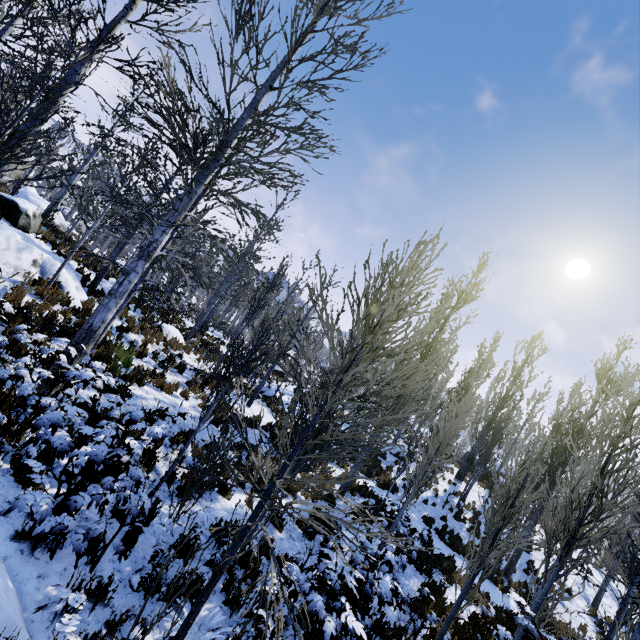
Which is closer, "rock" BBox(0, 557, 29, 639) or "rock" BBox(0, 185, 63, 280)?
"rock" BBox(0, 557, 29, 639)

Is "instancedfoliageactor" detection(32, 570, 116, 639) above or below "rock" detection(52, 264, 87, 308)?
below

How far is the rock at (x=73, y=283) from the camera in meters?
10.0 m

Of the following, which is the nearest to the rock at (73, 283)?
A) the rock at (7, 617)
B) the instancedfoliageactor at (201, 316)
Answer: the instancedfoliageactor at (201, 316)

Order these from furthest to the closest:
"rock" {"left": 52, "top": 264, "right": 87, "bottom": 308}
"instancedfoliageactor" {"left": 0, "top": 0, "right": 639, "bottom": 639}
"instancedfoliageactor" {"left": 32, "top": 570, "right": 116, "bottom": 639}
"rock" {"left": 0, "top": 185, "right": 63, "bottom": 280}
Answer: "rock" {"left": 52, "top": 264, "right": 87, "bottom": 308}, "rock" {"left": 0, "top": 185, "right": 63, "bottom": 280}, "instancedfoliageactor" {"left": 0, "top": 0, "right": 639, "bottom": 639}, "instancedfoliageactor" {"left": 32, "top": 570, "right": 116, "bottom": 639}

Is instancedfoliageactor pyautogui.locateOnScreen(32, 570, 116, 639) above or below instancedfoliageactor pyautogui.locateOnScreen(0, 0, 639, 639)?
below

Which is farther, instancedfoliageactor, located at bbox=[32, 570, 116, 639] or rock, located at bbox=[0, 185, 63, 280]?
rock, located at bbox=[0, 185, 63, 280]

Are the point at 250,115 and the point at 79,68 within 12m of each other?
yes
